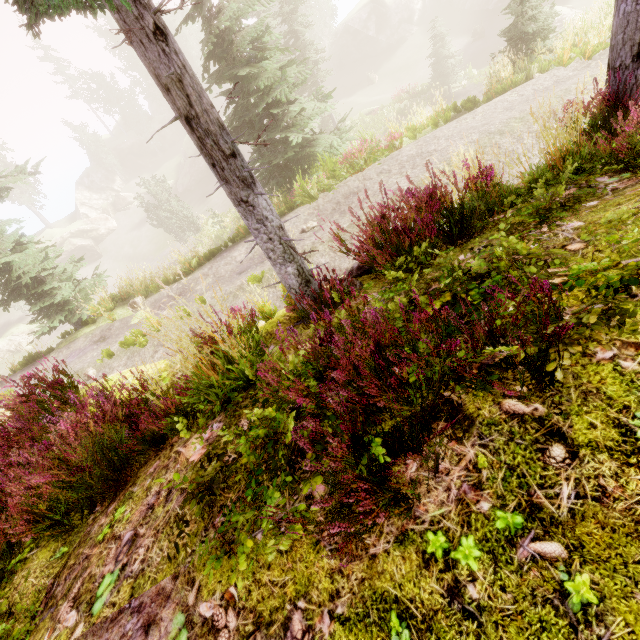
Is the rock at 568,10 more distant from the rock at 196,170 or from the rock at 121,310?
the rock at 121,310

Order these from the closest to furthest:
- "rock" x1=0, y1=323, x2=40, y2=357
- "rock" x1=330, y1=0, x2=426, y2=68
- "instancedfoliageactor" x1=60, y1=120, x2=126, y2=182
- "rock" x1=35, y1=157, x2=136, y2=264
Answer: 1. "rock" x1=0, y1=323, x2=40, y2=357
2. "rock" x1=330, y1=0, x2=426, y2=68
3. "rock" x1=35, y1=157, x2=136, y2=264
4. "instancedfoliageactor" x1=60, y1=120, x2=126, y2=182

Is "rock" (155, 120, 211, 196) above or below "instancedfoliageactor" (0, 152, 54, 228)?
below

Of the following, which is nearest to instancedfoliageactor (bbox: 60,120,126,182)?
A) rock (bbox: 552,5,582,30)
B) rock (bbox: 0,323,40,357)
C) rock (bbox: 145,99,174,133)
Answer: rock (bbox: 145,99,174,133)

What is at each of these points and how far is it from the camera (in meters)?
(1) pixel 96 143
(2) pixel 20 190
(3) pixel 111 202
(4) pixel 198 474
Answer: (1) instancedfoliageactor, 46.44
(2) instancedfoliageactor, 42.78
(3) rock, 47.59
(4) instancedfoliageactor, 2.45

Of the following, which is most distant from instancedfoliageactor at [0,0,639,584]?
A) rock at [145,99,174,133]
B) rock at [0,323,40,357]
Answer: rock at [0,323,40,357]

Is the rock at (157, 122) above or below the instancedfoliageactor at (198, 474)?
above

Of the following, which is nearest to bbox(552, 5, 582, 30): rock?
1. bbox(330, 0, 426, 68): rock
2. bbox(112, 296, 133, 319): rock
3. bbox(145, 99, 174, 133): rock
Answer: bbox(330, 0, 426, 68): rock
